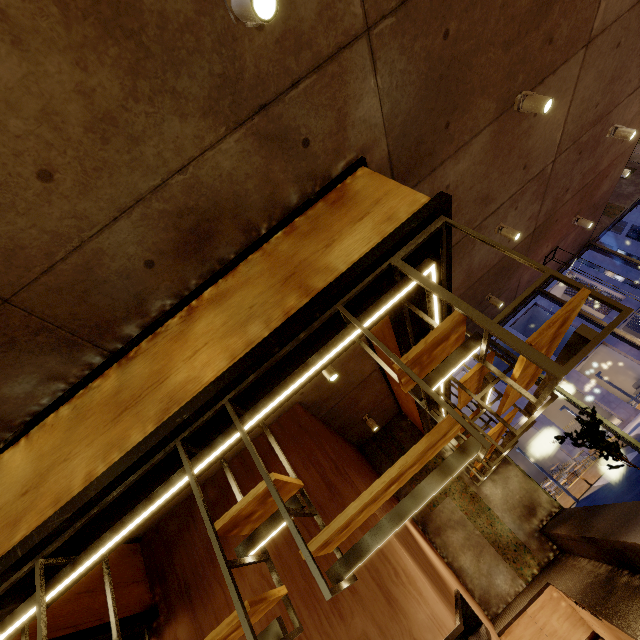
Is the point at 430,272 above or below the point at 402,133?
below

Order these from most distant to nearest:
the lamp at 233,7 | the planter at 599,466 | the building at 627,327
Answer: the building at 627,327, the planter at 599,466, the lamp at 233,7

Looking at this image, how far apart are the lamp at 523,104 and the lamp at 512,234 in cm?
177

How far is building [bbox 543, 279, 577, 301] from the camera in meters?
25.7 m

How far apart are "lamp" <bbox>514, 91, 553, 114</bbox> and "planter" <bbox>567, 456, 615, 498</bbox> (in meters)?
17.40

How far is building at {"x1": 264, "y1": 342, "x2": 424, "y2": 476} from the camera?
4.91m

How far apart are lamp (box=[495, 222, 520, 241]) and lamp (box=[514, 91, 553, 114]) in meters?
1.8

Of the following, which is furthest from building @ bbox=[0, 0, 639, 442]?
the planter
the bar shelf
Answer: the planter
